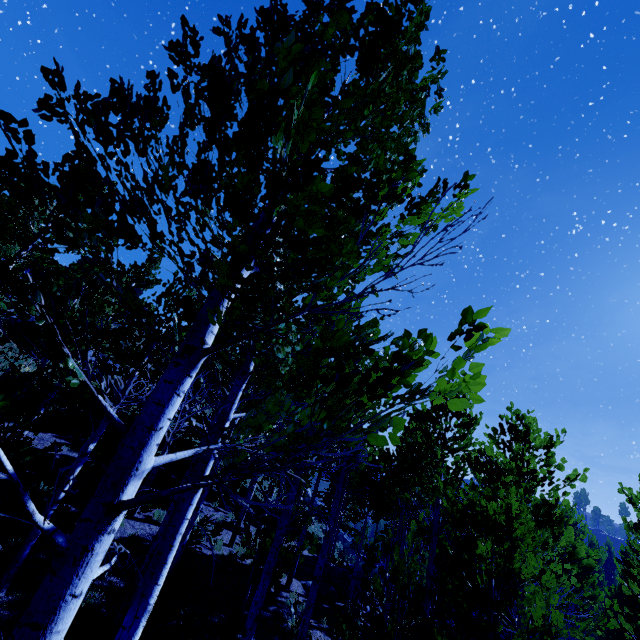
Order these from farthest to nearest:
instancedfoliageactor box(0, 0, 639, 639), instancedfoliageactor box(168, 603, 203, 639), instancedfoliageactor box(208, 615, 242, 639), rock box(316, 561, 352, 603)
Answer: rock box(316, 561, 352, 603), instancedfoliageactor box(208, 615, 242, 639), instancedfoliageactor box(168, 603, 203, 639), instancedfoliageactor box(0, 0, 639, 639)

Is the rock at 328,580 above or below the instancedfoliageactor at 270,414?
below

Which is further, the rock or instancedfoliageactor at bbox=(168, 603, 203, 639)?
the rock

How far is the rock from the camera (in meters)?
14.48

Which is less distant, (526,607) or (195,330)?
(195,330)

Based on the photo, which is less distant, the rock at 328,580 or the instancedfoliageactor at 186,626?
the instancedfoliageactor at 186,626

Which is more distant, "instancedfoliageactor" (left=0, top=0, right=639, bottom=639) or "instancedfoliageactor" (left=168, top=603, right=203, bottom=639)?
"instancedfoliageactor" (left=168, top=603, right=203, bottom=639)
